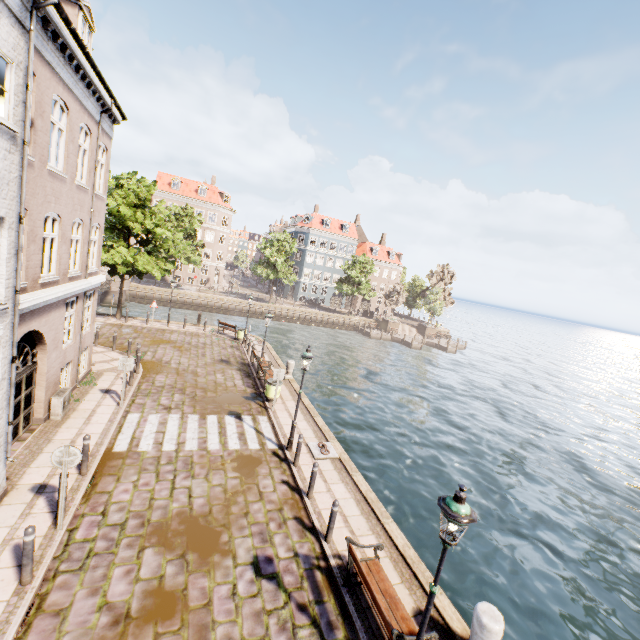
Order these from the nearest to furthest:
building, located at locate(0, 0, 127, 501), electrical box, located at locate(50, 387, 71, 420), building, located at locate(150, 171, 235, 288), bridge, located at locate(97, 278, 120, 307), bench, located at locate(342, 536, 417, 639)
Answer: bench, located at locate(342, 536, 417, 639), building, located at locate(0, 0, 127, 501), electrical box, located at locate(50, 387, 71, 420), bridge, located at locate(97, 278, 120, 307), building, located at locate(150, 171, 235, 288)

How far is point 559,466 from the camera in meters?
19.8

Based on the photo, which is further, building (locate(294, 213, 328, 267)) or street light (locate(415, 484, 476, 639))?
building (locate(294, 213, 328, 267))

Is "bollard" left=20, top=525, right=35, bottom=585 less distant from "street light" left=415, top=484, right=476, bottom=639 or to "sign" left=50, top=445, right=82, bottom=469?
"sign" left=50, top=445, right=82, bottom=469

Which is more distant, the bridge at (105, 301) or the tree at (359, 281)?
the tree at (359, 281)

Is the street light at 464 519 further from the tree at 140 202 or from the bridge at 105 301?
the bridge at 105 301

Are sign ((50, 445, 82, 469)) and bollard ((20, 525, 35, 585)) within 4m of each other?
yes

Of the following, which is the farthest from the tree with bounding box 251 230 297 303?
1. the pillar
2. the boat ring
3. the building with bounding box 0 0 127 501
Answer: the pillar
